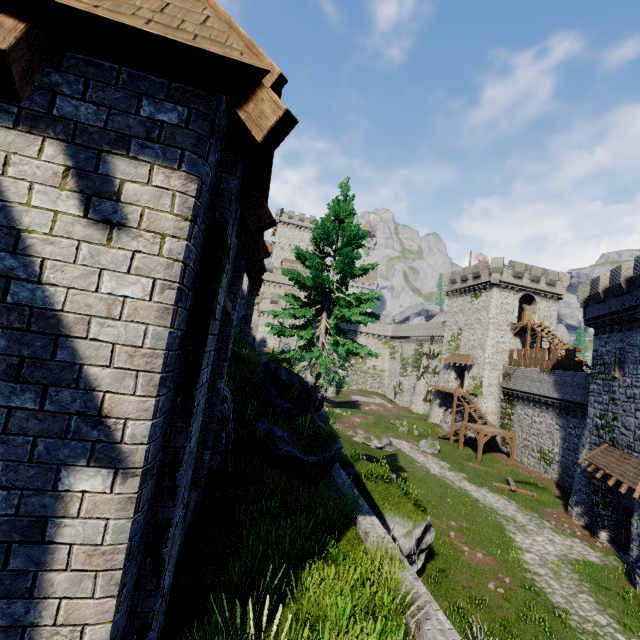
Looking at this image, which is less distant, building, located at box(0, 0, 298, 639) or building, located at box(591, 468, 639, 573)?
building, located at box(0, 0, 298, 639)

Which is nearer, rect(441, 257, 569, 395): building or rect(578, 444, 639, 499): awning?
rect(578, 444, 639, 499): awning

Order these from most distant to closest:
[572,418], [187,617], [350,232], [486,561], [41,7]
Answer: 1. [572,418]
2. [486,561]
3. [350,232]
4. [187,617]
5. [41,7]

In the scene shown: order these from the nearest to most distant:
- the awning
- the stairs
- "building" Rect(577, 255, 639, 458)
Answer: the awning
"building" Rect(577, 255, 639, 458)
the stairs

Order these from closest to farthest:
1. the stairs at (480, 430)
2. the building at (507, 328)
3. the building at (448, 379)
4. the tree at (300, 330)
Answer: the tree at (300, 330) → the stairs at (480, 430) → the building at (507, 328) → the building at (448, 379)

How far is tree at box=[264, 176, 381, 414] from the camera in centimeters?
1235cm

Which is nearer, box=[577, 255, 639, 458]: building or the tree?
the tree

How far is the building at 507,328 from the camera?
39.8 meters
